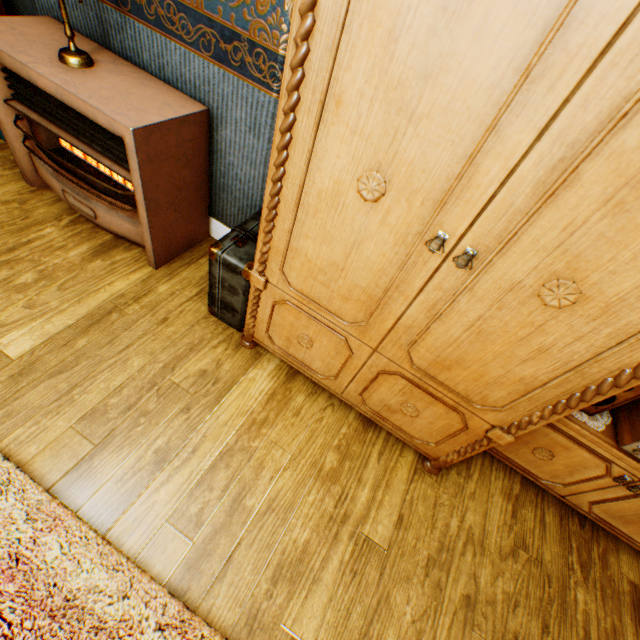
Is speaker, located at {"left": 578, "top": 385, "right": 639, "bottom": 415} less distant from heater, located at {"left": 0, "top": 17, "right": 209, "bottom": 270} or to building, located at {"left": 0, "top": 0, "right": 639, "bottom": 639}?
building, located at {"left": 0, "top": 0, "right": 639, "bottom": 639}

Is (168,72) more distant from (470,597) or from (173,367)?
(470,597)

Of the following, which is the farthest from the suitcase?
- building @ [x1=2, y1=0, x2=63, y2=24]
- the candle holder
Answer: the candle holder

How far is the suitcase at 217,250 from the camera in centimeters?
161cm

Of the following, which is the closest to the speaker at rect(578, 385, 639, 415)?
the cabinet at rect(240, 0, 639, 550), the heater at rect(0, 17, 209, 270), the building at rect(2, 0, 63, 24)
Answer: the cabinet at rect(240, 0, 639, 550)

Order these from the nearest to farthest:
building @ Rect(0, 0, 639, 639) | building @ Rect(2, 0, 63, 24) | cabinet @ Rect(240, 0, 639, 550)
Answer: cabinet @ Rect(240, 0, 639, 550), building @ Rect(0, 0, 639, 639), building @ Rect(2, 0, 63, 24)

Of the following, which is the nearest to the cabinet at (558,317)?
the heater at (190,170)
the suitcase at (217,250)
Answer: the suitcase at (217,250)

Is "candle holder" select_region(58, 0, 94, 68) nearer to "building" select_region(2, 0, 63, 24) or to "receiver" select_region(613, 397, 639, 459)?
"building" select_region(2, 0, 63, 24)
